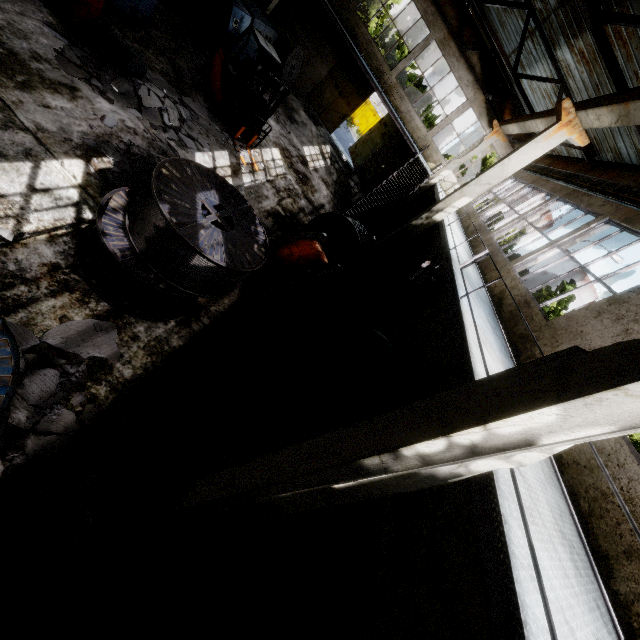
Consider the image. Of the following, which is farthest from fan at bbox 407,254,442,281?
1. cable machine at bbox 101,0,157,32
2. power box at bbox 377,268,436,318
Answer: cable machine at bbox 101,0,157,32

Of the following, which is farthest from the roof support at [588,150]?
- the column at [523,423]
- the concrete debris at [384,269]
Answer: the column at [523,423]

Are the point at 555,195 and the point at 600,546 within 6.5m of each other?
no

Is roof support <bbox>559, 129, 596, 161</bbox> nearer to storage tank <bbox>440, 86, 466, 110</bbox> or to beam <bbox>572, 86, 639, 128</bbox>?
beam <bbox>572, 86, 639, 128</bbox>

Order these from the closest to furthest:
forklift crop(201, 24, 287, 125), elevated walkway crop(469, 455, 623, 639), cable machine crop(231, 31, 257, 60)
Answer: elevated walkway crop(469, 455, 623, 639)
forklift crop(201, 24, 287, 125)
cable machine crop(231, 31, 257, 60)

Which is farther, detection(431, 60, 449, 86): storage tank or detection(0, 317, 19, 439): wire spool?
detection(431, 60, 449, 86): storage tank

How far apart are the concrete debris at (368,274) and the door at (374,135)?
10.1m

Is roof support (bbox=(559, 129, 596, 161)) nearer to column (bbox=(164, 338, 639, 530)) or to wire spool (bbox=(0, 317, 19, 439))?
column (bbox=(164, 338, 639, 530))
